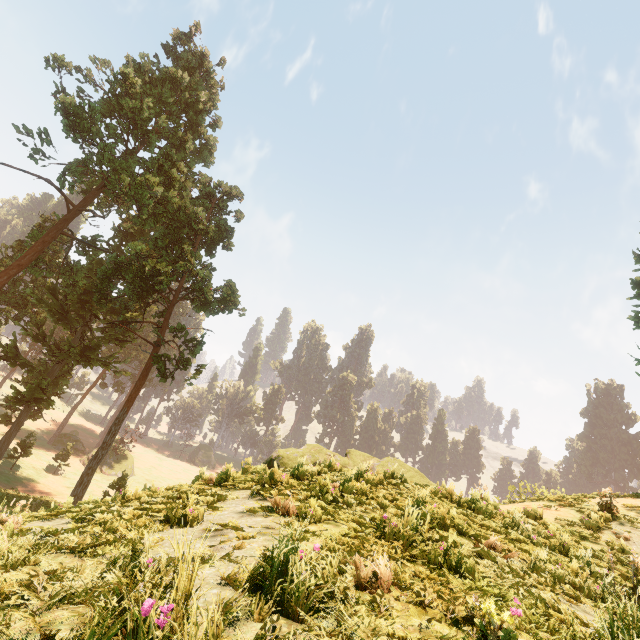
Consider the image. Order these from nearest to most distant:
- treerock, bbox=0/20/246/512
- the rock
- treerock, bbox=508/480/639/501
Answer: the rock < treerock, bbox=508/480/639/501 < treerock, bbox=0/20/246/512

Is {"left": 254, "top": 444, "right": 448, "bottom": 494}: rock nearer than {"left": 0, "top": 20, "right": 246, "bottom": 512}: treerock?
Yes

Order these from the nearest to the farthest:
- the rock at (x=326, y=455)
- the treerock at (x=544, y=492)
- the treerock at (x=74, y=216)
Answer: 1. the rock at (x=326, y=455)
2. the treerock at (x=544, y=492)
3. the treerock at (x=74, y=216)

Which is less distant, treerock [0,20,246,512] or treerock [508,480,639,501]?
treerock [508,480,639,501]

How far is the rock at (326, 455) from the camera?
7.7m

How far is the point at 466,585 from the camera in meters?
3.0 m

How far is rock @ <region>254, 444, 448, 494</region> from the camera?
7.7 meters
